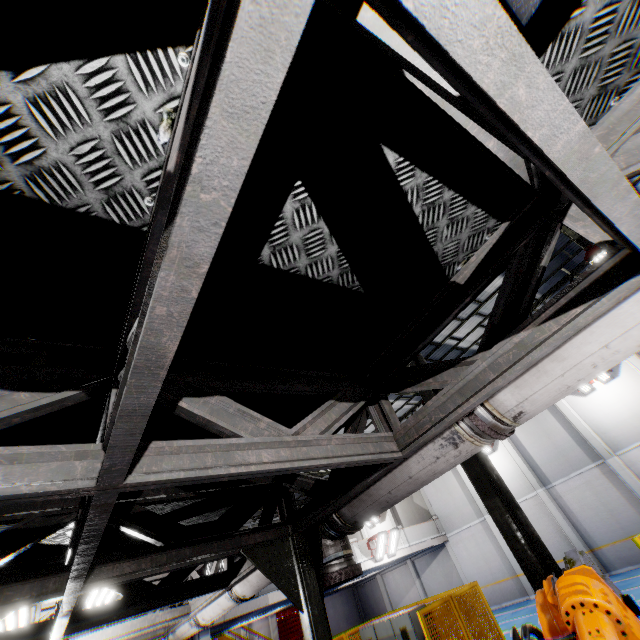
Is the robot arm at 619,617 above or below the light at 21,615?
below

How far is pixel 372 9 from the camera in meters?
0.7 m

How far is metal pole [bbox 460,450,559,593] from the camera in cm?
534

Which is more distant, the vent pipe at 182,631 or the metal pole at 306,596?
the vent pipe at 182,631

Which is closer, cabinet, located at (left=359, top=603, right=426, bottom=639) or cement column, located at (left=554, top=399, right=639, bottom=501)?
cabinet, located at (left=359, top=603, right=426, bottom=639)

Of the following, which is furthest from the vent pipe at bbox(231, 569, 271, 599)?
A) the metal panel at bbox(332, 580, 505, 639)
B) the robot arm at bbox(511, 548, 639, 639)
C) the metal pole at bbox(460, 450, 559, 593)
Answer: the metal pole at bbox(460, 450, 559, 593)

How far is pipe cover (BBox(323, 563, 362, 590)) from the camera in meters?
3.2 m

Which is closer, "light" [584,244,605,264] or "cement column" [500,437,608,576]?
"light" [584,244,605,264]
